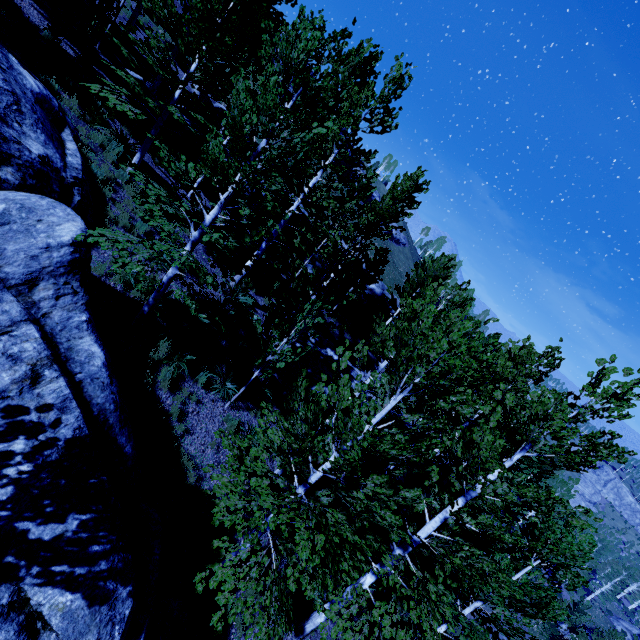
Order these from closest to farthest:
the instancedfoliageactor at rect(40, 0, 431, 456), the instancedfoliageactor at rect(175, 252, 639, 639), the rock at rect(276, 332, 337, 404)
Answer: the instancedfoliageactor at rect(175, 252, 639, 639) → the instancedfoliageactor at rect(40, 0, 431, 456) → the rock at rect(276, 332, 337, 404)

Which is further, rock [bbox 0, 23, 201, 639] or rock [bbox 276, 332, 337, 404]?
rock [bbox 276, 332, 337, 404]

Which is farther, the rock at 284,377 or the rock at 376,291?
the rock at 376,291

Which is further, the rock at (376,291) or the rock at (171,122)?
the rock at (376,291)

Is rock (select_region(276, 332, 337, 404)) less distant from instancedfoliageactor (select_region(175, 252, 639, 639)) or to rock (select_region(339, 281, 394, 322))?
instancedfoliageactor (select_region(175, 252, 639, 639))

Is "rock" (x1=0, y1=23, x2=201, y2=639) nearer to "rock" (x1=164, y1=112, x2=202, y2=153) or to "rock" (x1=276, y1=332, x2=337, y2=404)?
"rock" (x1=276, y1=332, x2=337, y2=404)

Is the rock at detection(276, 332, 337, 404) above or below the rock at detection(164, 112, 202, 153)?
below

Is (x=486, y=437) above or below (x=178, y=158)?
above
